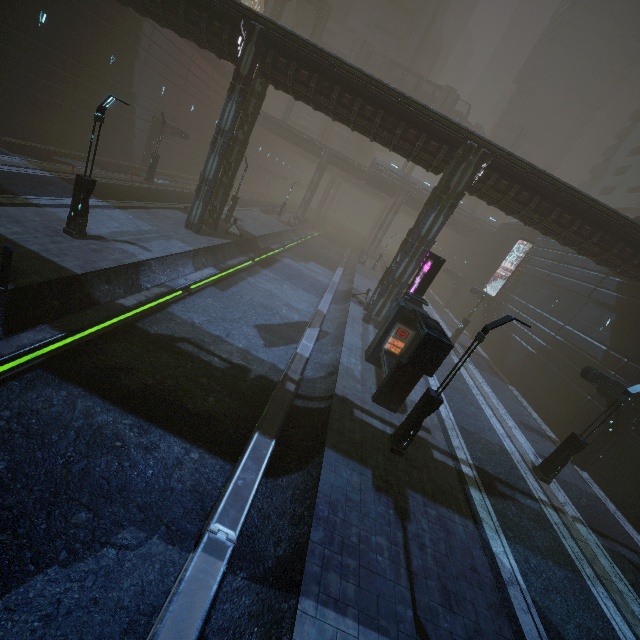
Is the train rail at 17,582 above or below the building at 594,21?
below

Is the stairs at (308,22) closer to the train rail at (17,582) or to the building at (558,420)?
the building at (558,420)

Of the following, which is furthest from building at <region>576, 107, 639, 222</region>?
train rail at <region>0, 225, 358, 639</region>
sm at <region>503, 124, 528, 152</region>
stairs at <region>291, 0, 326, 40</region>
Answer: stairs at <region>291, 0, 326, 40</region>

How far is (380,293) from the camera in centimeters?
2103cm

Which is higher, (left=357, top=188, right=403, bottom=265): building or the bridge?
the bridge

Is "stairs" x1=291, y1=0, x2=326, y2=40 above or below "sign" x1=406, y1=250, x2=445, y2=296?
above

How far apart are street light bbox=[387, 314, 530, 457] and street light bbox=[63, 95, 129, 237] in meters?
14.3 m

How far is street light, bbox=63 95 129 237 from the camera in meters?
11.6 m
